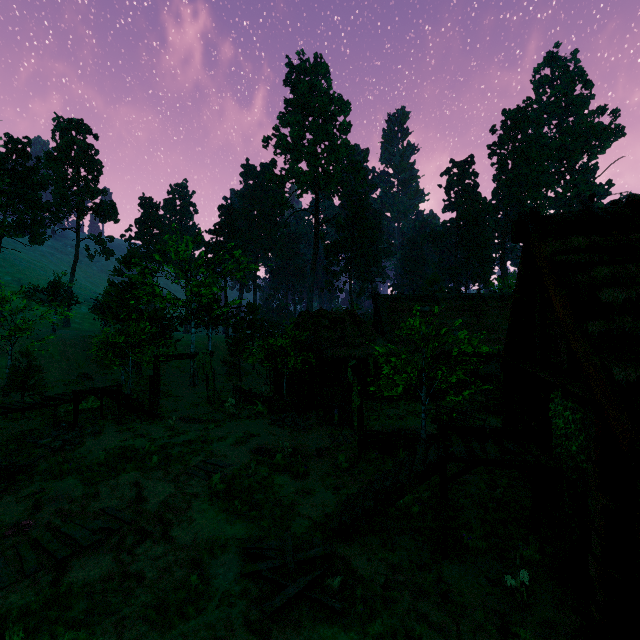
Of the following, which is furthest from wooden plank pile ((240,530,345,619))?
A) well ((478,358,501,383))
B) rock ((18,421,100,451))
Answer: well ((478,358,501,383))

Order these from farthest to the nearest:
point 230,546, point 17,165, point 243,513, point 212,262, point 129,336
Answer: point 17,165 < point 212,262 < point 129,336 < point 243,513 < point 230,546

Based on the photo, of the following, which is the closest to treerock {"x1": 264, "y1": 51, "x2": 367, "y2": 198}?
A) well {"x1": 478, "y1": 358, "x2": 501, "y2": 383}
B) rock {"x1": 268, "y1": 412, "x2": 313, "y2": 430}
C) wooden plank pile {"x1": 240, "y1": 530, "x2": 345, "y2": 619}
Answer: rock {"x1": 268, "y1": 412, "x2": 313, "y2": 430}

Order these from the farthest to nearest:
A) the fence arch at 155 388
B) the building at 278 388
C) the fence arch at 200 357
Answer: the building at 278 388
the fence arch at 200 357
the fence arch at 155 388

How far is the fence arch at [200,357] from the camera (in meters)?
20.67

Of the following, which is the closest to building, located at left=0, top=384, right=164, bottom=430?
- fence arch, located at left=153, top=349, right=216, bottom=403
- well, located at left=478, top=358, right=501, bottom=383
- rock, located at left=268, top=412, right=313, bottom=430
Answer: fence arch, located at left=153, top=349, right=216, bottom=403

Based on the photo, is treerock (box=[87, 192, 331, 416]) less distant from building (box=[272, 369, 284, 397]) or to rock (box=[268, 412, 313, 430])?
building (box=[272, 369, 284, 397])

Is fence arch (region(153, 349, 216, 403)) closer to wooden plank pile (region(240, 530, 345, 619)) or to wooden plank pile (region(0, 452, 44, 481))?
wooden plank pile (region(240, 530, 345, 619))
